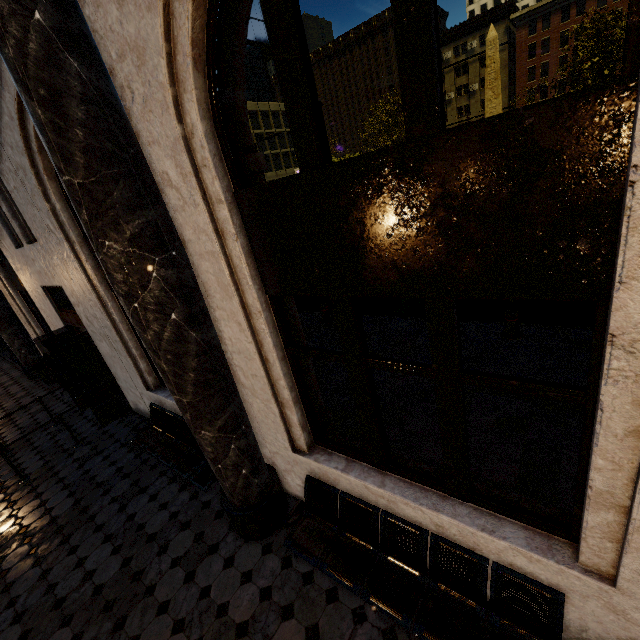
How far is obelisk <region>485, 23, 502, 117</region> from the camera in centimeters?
2655cm

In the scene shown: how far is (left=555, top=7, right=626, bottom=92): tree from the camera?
14.9 meters

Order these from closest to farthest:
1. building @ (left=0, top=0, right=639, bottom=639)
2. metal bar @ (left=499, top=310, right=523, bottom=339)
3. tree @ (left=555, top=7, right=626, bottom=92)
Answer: building @ (left=0, top=0, right=639, bottom=639) < metal bar @ (left=499, top=310, right=523, bottom=339) < tree @ (left=555, top=7, right=626, bottom=92)

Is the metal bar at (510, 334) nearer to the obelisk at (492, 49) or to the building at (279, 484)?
the building at (279, 484)

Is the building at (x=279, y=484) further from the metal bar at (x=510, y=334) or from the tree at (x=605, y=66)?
the metal bar at (x=510, y=334)

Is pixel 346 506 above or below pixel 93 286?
below

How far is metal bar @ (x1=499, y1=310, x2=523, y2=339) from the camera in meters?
6.7 m

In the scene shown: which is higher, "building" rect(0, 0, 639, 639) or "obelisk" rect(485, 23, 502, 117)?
"obelisk" rect(485, 23, 502, 117)
